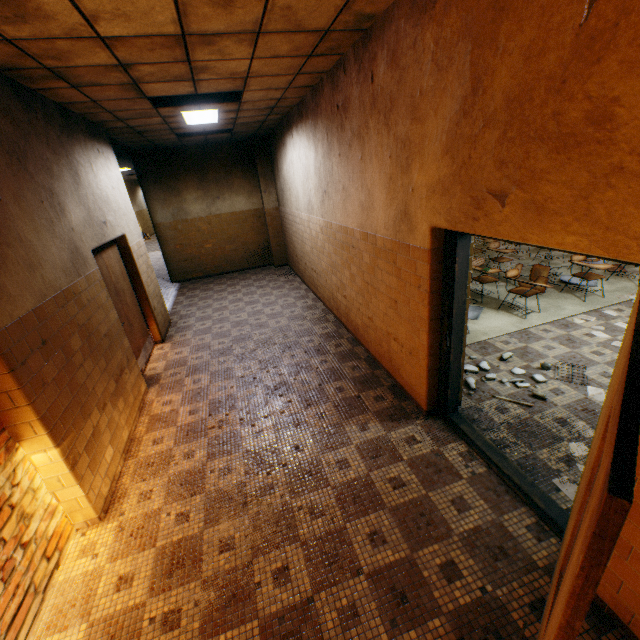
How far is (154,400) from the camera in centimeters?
478cm

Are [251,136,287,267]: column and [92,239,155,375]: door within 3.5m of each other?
no

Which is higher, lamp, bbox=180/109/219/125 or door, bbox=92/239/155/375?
lamp, bbox=180/109/219/125

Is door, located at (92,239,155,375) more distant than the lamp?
No

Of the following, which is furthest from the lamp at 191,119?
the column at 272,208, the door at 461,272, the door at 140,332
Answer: the door at 461,272

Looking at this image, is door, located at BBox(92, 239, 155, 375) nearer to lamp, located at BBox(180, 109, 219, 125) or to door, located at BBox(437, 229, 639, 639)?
lamp, located at BBox(180, 109, 219, 125)

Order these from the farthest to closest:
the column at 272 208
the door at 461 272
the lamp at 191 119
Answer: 1. the column at 272 208
2. the lamp at 191 119
3. the door at 461 272

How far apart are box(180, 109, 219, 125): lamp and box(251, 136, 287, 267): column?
3.1 meters
